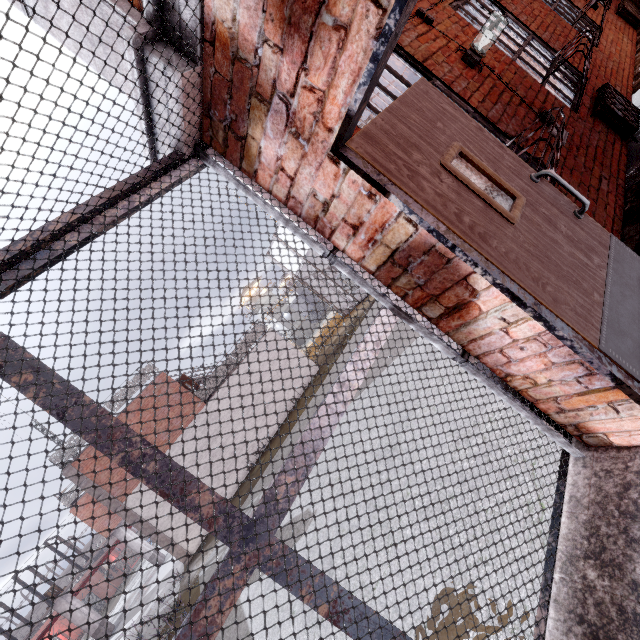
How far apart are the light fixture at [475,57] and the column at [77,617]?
31.5 meters

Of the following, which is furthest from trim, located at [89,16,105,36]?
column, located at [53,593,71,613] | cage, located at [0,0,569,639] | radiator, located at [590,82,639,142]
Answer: column, located at [53,593,71,613]

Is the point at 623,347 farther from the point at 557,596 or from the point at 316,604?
the point at 316,604

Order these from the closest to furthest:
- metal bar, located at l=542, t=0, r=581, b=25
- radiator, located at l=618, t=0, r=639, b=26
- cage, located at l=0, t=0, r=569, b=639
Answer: cage, located at l=0, t=0, r=569, b=639, metal bar, located at l=542, t=0, r=581, b=25, radiator, located at l=618, t=0, r=639, b=26

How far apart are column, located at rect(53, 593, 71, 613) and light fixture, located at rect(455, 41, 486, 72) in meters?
31.5

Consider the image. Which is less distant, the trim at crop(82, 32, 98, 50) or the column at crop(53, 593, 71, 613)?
the trim at crop(82, 32, 98, 50)

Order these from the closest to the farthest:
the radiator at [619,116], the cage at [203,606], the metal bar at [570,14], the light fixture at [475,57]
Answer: the cage at [203,606]
the light fixture at [475,57]
the radiator at [619,116]
the metal bar at [570,14]
